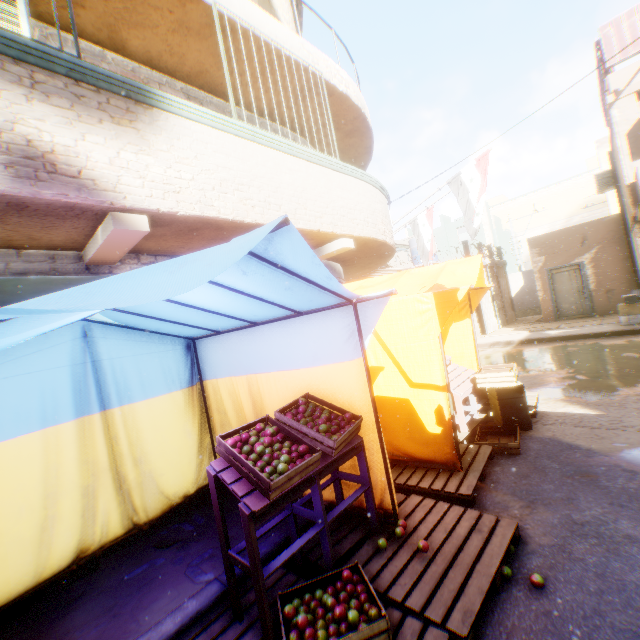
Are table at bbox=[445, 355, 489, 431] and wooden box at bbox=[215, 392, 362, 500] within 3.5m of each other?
yes

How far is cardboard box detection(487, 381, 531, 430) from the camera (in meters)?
4.73

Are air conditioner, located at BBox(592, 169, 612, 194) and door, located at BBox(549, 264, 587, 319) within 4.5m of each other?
yes

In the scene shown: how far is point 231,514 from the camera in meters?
3.6

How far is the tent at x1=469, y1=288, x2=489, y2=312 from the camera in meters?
5.7

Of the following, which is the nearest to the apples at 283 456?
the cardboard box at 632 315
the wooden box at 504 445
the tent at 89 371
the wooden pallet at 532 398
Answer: the tent at 89 371

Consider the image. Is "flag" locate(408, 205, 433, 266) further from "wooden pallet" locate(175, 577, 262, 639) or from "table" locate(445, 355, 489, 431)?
"table" locate(445, 355, 489, 431)

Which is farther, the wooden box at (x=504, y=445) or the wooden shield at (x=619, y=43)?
the wooden shield at (x=619, y=43)
